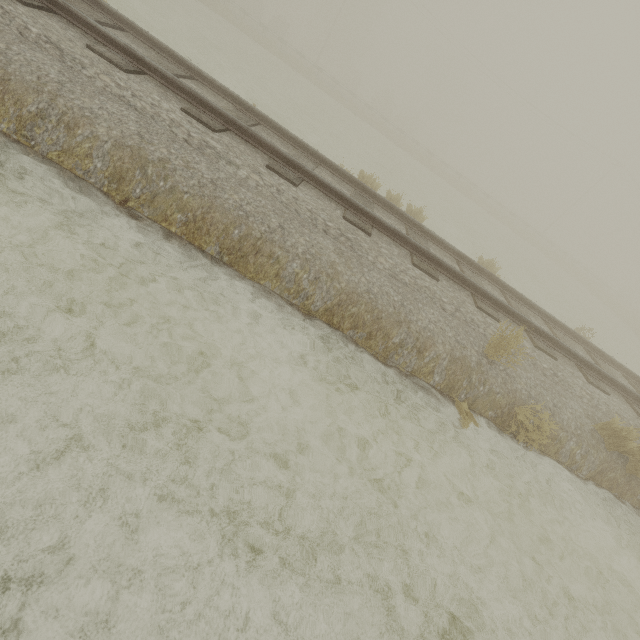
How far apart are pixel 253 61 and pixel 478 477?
26.5 meters

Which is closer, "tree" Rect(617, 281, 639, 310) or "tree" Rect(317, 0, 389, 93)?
"tree" Rect(317, 0, 389, 93)

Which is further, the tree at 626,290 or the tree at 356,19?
the tree at 626,290
